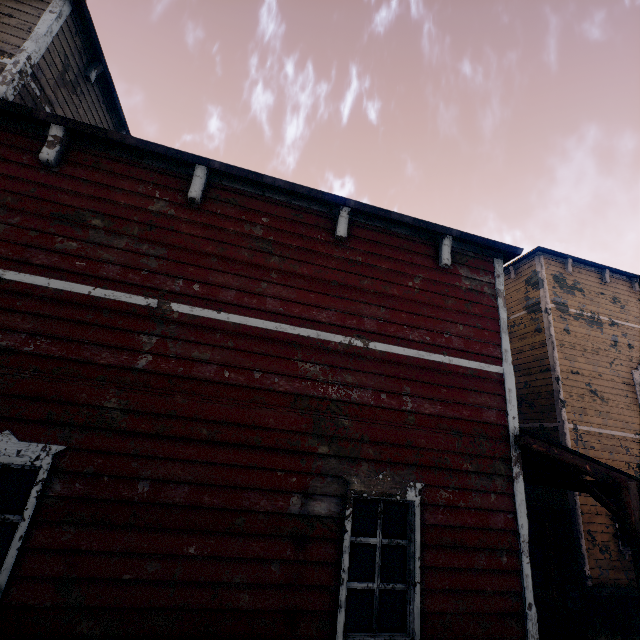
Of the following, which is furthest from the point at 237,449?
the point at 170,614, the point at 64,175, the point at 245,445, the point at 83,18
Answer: the point at 83,18

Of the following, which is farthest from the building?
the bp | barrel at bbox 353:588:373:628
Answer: barrel at bbox 353:588:373:628

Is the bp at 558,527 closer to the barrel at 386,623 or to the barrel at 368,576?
the barrel at 368,576

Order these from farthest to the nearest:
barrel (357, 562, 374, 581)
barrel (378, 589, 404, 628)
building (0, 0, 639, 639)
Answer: barrel (357, 562, 374, 581), barrel (378, 589, 404, 628), building (0, 0, 639, 639)

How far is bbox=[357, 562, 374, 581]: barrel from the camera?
4.56m

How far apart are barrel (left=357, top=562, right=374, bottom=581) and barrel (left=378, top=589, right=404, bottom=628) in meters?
0.1 m

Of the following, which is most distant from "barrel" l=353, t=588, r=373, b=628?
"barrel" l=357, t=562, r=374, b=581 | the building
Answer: the building

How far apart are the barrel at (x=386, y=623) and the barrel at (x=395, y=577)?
0.07m
